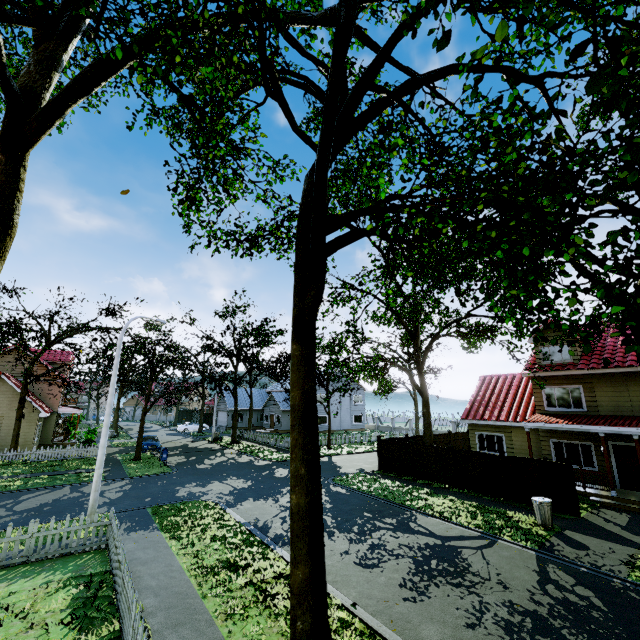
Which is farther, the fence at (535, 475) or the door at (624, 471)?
the door at (624, 471)

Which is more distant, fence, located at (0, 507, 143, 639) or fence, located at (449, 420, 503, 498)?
fence, located at (449, 420, 503, 498)

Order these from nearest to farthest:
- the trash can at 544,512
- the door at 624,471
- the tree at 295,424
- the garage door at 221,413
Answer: the tree at 295,424 → the trash can at 544,512 → the door at 624,471 → the garage door at 221,413

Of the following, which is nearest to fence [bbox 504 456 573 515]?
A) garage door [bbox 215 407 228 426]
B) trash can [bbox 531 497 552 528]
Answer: trash can [bbox 531 497 552 528]

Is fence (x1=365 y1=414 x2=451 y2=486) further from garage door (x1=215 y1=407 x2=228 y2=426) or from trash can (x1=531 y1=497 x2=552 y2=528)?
garage door (x1=215 y1=407 x2=228 y2=426)

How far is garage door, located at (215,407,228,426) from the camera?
51.0 meters

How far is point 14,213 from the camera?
9.34m

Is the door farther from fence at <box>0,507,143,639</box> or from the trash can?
the trash can
